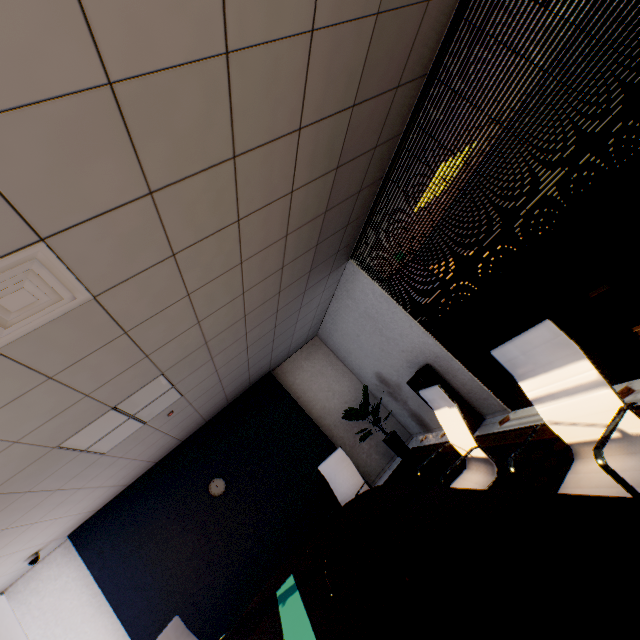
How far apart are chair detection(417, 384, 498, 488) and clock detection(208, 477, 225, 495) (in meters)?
4.24

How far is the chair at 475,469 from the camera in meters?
2.4

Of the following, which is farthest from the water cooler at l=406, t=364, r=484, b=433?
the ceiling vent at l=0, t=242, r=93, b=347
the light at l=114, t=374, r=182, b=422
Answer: the ceiling vent at l=0, t=242, r=93, b=347

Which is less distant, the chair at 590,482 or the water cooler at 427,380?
the chair at 590,482

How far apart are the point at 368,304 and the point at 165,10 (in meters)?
4.29

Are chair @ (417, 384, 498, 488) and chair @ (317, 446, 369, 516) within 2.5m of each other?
yes

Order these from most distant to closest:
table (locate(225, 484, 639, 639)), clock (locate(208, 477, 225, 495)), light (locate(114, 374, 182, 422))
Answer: clock (locate(208, 477, 225, 495)) → light (locate(114, 374, 182, 422)) → table (locate(225, 484, 639, 639))

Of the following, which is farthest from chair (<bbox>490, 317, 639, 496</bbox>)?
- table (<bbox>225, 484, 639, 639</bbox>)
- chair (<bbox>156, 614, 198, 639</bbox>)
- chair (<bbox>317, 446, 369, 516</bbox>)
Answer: chair (<bbox>156, 614, 198, 639</bbox>)
